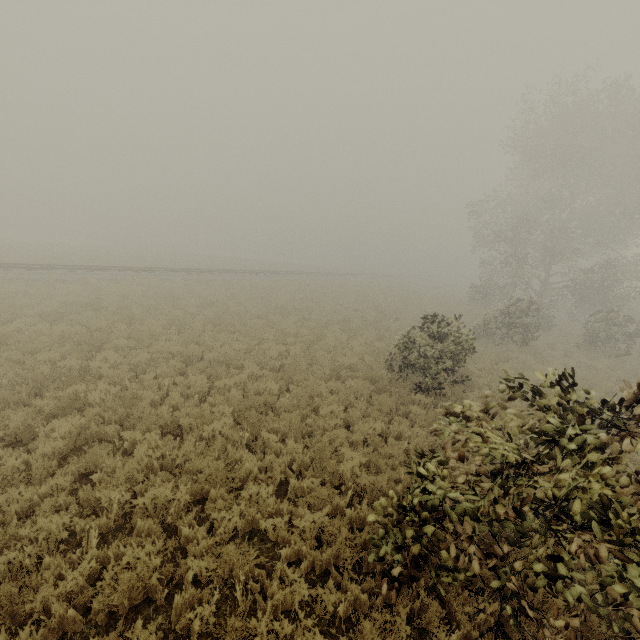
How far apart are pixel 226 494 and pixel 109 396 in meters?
4.5 m
